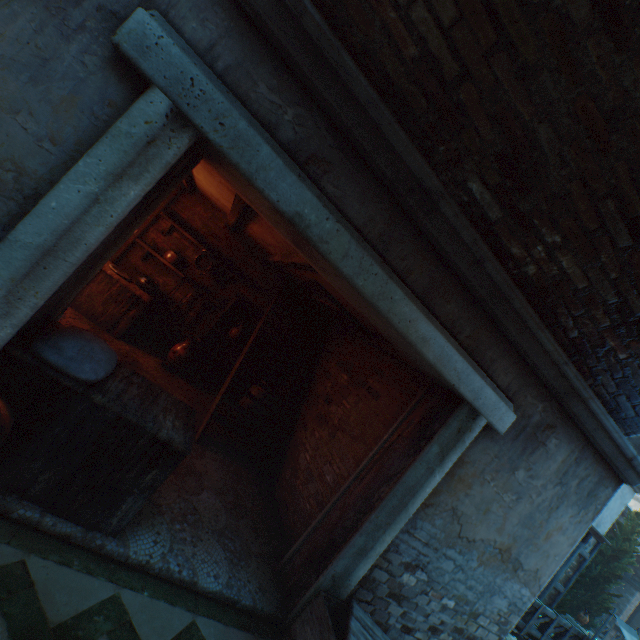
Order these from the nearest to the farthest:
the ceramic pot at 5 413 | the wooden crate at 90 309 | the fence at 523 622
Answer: the ceramic pot at 5 413, the wooden crate at 90 309, the fence at 523 622

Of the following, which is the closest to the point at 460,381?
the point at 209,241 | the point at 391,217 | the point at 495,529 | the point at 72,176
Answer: the point at 391,217

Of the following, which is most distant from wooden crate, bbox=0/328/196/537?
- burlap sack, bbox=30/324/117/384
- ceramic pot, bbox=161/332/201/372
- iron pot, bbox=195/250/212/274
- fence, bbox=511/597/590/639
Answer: fence, bbox=511/597/590/639

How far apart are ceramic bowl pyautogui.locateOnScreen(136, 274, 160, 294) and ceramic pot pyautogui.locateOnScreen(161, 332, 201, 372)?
0.9 meters

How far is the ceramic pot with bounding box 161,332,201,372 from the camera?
6.1 meters

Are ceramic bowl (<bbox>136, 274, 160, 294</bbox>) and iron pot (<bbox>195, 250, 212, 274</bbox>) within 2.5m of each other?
yes

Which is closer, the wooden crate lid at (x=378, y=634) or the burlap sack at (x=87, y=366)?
the burlap sack at (x=87, y=366)

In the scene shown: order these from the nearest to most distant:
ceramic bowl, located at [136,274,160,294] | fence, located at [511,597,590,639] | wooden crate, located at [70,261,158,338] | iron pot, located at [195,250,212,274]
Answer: wooden crate, located at [70,261,158,338]
ceramic bowl, located at [136,274,160,294]
iron pot, located at [195,250,212,274]
fence, located at [511,597,590,639]
